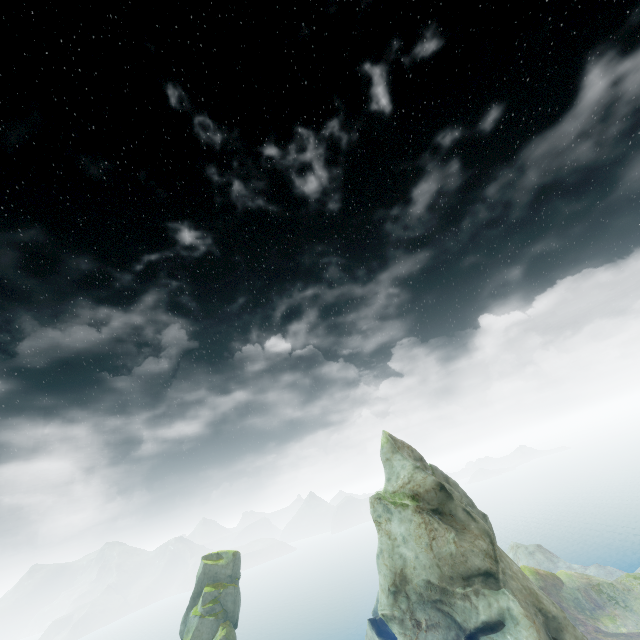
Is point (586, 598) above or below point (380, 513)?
below
